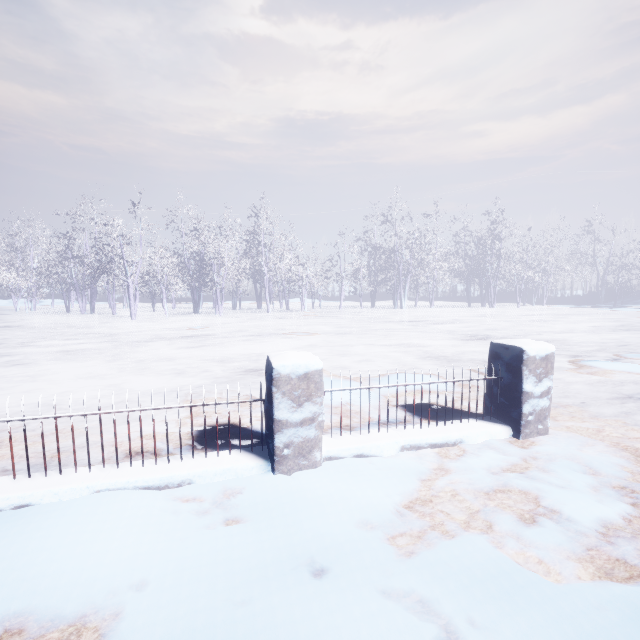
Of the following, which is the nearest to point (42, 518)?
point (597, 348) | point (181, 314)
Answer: point (597, 348)
